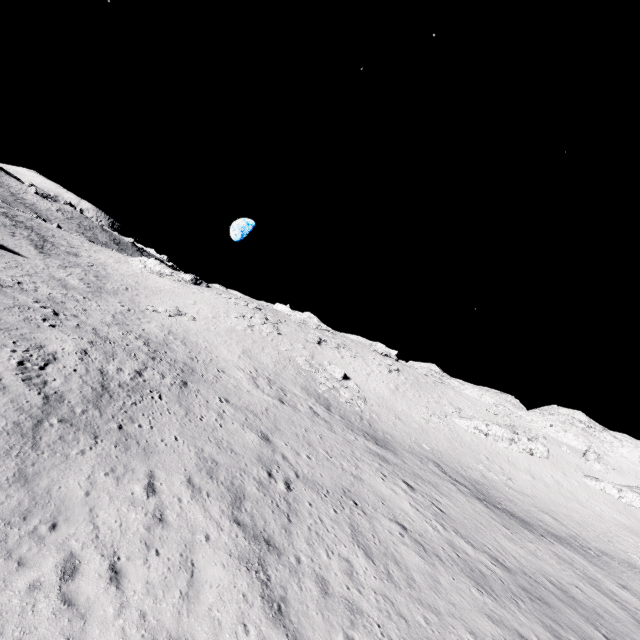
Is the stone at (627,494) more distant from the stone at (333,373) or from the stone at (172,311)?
the stone at (172,311)

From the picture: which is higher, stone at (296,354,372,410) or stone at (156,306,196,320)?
stone at (296,354,372,410)

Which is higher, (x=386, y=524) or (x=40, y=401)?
(x=386, y=524)

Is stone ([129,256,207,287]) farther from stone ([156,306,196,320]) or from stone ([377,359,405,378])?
stone ([377,359,405,378])

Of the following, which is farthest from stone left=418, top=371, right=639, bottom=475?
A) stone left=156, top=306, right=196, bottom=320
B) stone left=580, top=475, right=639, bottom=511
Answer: stone left=156, top=306, right=196, bottom=320

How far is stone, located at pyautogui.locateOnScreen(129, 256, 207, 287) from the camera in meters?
55.2 m

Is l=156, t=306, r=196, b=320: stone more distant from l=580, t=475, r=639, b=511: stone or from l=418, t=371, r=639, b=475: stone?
l=418, t=371, r=639, b=475: stone

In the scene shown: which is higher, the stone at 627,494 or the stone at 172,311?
the stone at 627,494
